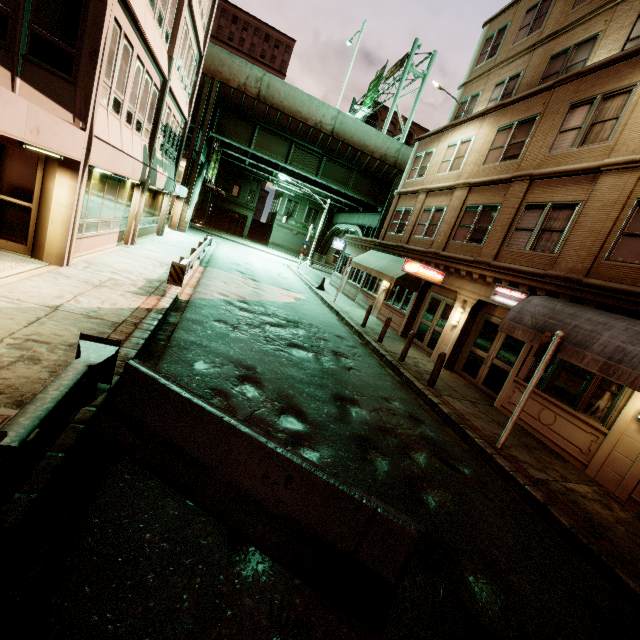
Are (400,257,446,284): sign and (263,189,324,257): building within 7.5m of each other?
no

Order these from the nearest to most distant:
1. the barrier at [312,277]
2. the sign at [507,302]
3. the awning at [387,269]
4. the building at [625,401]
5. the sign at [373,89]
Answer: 1. the building at [625,401]
2. the sign at [507,302]
3. the awning at [387,269]
4. the barrier at [312,277]
5. the sign at [373,89]

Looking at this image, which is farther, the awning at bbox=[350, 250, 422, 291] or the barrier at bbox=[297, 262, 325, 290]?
the barrier at bbox=[297, 262, 325, 290]

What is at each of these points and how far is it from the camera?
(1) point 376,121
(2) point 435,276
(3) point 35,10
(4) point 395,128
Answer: (1) building, 50.44m
(2) sign, 15.05m
(3) building, 7.08m
(4) building, 51.47m

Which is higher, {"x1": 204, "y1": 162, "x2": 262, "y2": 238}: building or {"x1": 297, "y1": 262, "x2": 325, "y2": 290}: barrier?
{"x1": 204, "y1": 162, "x2": 262, "y2": 238}: building

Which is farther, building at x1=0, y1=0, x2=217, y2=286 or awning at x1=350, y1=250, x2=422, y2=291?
awning at x1=350, y1=250, x2=422, y2=291

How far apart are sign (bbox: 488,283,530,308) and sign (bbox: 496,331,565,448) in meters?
3.9

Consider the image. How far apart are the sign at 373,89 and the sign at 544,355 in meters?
31.6 m
